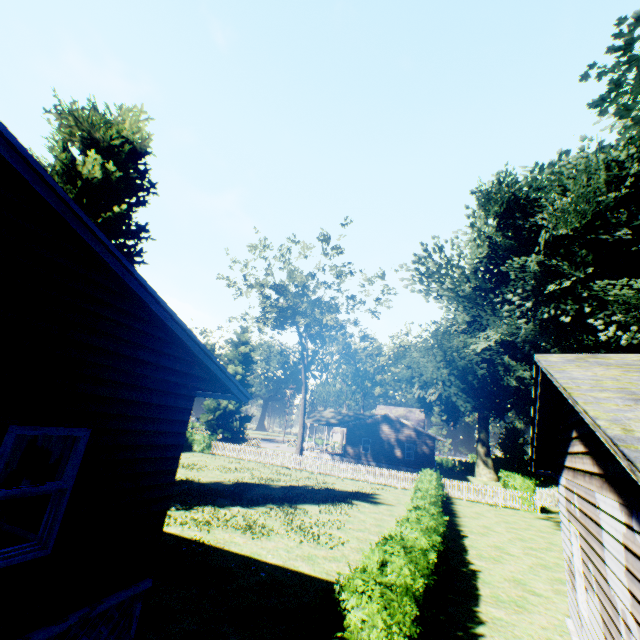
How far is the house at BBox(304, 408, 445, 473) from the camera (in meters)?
35.81

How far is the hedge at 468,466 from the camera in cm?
5444

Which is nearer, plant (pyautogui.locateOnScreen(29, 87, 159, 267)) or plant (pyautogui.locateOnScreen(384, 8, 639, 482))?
plant (pyautogui.locateOnScreen(384, 8, 639, 482))

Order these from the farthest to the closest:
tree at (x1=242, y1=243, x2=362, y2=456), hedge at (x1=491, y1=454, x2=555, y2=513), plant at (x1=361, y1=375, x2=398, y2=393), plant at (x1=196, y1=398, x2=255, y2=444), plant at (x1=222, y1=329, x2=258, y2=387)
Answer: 1. plant at (x1=361, y1=375, x2=398, y2=393)
2. plant at (x1=222, y1=329, x2=258, y2=387)
3. plant at (x1=196, y1=398, x2=255, y2=444)
4. tree at (x1=242, y1=243, x2=362, y2=456)
5. hedge at (x1=491, y1=454, x2=555, y2=513)

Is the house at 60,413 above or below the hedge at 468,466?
above

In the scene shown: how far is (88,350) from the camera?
4.7 meters

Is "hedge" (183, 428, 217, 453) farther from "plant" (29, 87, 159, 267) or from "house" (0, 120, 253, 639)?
"house" (0, 120, 253, 639)

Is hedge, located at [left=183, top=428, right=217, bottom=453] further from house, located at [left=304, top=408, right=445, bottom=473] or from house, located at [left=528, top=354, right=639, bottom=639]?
house, located at [left=528, top=354, right=639, bottom=639]
